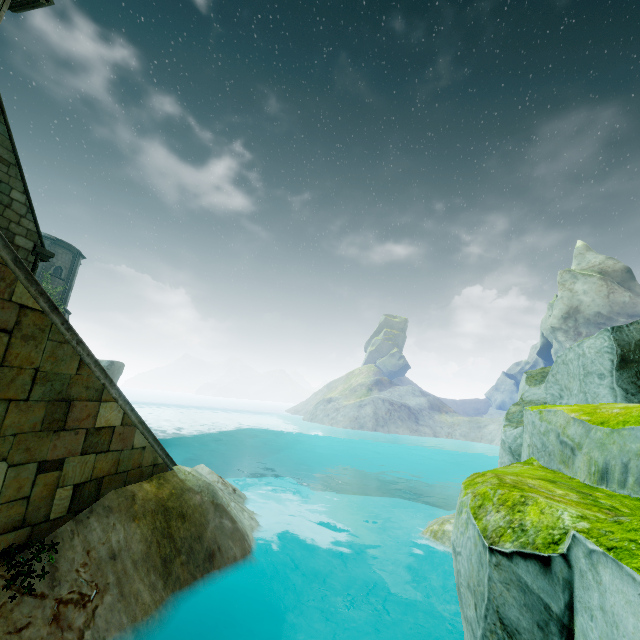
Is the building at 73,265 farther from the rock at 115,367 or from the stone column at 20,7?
the stone column at 20,7

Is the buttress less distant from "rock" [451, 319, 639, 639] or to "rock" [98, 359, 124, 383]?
"rock" [451, 319, 639, 639]

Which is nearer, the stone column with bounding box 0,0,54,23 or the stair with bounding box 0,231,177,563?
the stair with bounding box 0,231,177,563

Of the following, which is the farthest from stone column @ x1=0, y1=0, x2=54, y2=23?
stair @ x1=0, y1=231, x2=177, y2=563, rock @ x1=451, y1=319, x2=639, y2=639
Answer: rock @ x1=451, y1=319, x2=639, y2=639

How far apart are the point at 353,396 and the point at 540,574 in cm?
5003

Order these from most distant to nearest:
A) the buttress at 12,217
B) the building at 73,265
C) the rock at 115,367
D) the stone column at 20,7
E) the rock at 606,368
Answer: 1. the rock at 115,367
2. the building at 73,265
3. the buttress at 12,217
4. the stone column at 20,7
5. the rock at 606,368

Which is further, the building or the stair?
the building

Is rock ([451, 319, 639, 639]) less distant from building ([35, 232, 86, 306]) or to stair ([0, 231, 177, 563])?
stair ([0, 231, 177, 563])
